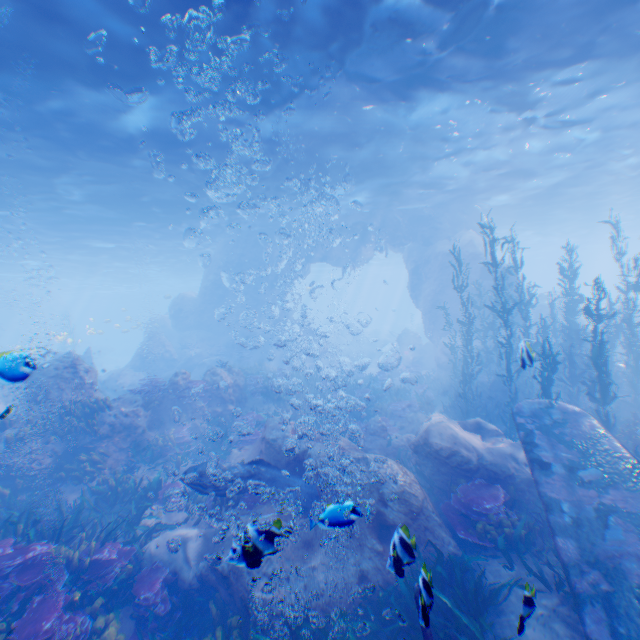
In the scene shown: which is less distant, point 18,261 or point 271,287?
point 271,287

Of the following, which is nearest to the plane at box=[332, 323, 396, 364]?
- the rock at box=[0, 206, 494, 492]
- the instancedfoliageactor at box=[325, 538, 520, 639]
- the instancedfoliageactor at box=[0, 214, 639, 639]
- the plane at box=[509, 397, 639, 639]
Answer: the rock at box=[0, 206, 494, 492]

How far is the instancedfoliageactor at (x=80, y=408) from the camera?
10.7m

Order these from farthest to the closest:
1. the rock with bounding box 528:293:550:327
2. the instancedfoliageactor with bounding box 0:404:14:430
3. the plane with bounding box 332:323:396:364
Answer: the plane with bounding box 332:323:396:364, the rock with bounding box 528:293:550:327, the instancedfoliageactor with bounding box 0:404:14:430

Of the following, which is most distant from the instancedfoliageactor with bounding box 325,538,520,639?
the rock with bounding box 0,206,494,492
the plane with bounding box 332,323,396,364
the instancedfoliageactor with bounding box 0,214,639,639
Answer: the plane with bounding box 332,323,396,364

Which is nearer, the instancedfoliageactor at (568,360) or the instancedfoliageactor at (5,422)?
the instancedfoliageactor at (5,422)

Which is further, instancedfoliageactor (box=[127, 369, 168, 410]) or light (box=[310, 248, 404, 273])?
light (box=[310, 248, 404, 273])

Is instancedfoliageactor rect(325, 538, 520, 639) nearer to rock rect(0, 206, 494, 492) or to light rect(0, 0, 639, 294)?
rock rect(0, 206, 494, 492)
